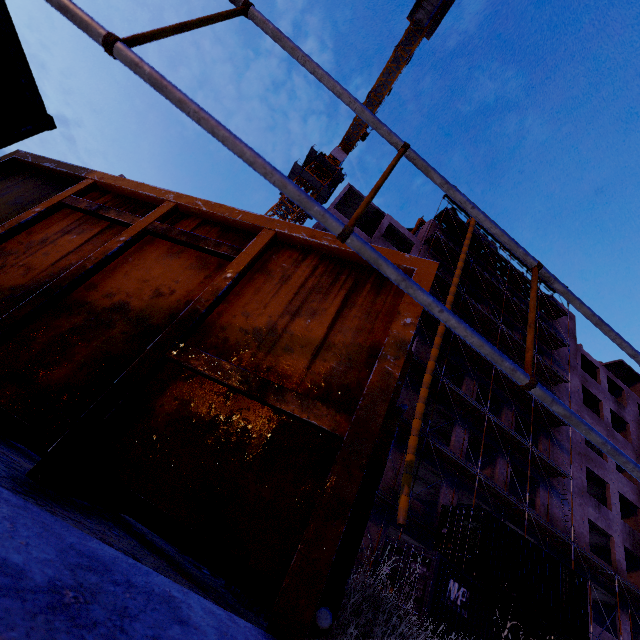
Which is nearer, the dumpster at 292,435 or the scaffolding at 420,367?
the dumpster at 292,435

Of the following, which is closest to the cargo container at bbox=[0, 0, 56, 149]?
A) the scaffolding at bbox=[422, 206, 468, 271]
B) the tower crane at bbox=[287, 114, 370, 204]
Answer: the scaffolding at bbox=[422, 206, 468, 271]

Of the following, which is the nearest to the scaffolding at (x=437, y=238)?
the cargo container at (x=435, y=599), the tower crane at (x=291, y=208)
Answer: the cargo container at (x=435, y=599)

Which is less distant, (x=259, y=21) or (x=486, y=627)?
(x=259, y=21)

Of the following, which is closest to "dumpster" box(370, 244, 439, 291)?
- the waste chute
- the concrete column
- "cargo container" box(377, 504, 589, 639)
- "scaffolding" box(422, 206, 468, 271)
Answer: the concrete column

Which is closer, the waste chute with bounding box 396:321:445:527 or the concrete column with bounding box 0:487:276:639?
the concrete column with bounding box 0:487:276:639

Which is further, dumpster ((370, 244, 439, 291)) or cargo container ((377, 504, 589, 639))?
cargo container ((377, 504, 589, 639))

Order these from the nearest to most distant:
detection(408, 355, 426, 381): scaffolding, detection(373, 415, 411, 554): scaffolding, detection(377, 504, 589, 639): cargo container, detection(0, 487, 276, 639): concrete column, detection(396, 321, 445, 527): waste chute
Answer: detection(0, 487, 276, 639): concrete column → detection(377, 504, 589, 639): cargo container → detection(396, 321, 445, 527): waste chute → detection(373, 415, 411, 554): scaffolding → detection(408, 355, 426, 381): scaffolding
